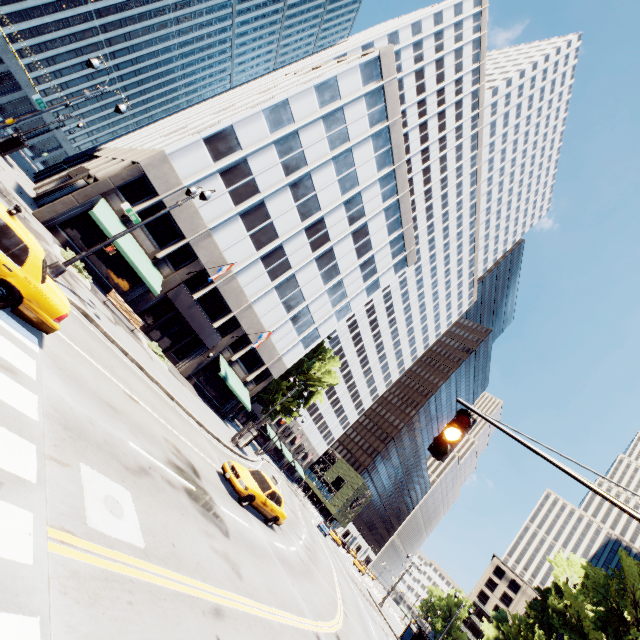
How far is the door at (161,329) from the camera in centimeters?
2730cm

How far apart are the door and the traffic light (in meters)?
26.86

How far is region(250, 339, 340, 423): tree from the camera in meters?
41.0

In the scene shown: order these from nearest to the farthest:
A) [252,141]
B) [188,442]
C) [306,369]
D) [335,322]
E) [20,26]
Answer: [188,442] < [252,141] < [335,322] < [306,369] < [20,26]

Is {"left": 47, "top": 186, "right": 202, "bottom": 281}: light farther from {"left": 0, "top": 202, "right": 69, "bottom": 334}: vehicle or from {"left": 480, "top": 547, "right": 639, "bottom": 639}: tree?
{"left": 480, "top": 547, "right": 639, "bottom": 639}: tree

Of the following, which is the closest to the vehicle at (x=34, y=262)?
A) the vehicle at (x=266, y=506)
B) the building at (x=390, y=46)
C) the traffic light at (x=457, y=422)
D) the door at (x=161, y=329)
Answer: the traffic light at (x=457, y=422)

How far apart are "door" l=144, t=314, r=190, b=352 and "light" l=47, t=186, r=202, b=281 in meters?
14.1

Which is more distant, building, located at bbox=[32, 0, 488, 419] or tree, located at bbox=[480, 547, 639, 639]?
tree, located at bbox=[480, 547, 639, 639]
